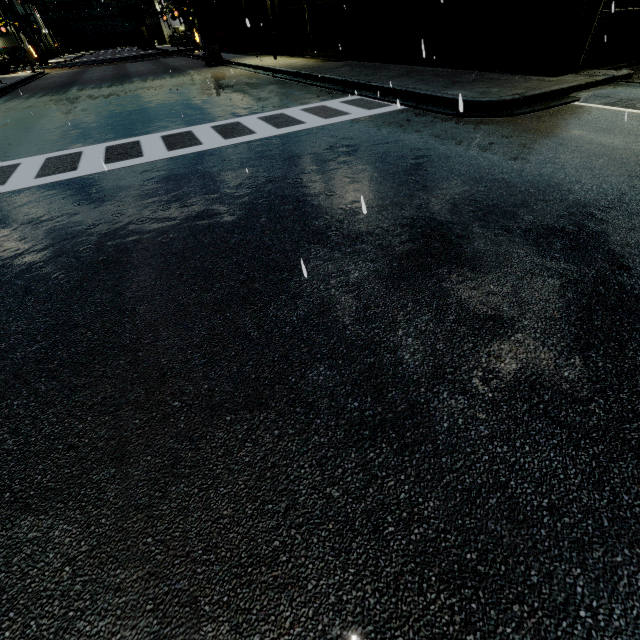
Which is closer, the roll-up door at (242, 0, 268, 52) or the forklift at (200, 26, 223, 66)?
the forklift at (200, 26, 223, 66)

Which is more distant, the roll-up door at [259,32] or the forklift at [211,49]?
the roll-up door at [259,32]

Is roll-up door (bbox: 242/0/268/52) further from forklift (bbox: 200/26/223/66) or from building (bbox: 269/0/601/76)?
forklift (bbox: 200/26/223/66)

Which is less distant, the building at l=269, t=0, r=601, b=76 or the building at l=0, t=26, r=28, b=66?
the building at l=269, t=0, r=601, b=76

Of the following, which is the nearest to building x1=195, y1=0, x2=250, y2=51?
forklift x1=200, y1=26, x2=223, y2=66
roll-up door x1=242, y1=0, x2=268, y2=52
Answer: roll-up door x1=242, y1=0, x2=268, y2=52

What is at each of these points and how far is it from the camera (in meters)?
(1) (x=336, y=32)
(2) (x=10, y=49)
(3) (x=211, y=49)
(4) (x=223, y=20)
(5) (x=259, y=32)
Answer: (1) building, 17.83
(2) building, 54.28
(3) forklift, 23.52
(4) building, 33.97
(5) roll-up door, 27.45

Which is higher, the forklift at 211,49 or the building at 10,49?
the building at 10,49

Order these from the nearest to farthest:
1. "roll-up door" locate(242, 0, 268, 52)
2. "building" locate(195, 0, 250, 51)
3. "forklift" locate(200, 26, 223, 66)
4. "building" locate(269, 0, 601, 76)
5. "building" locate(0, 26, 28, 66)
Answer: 1. "building" locate(269, 0, 601, 76)
2. "forklift" locate(200, 26, 223, 66)
3. "roll-up door" locate(242, 0, 268, 52)
4. "building" locate(195, 0, 250, 51)
5. "building" locate(0, 26, 28, 66)
